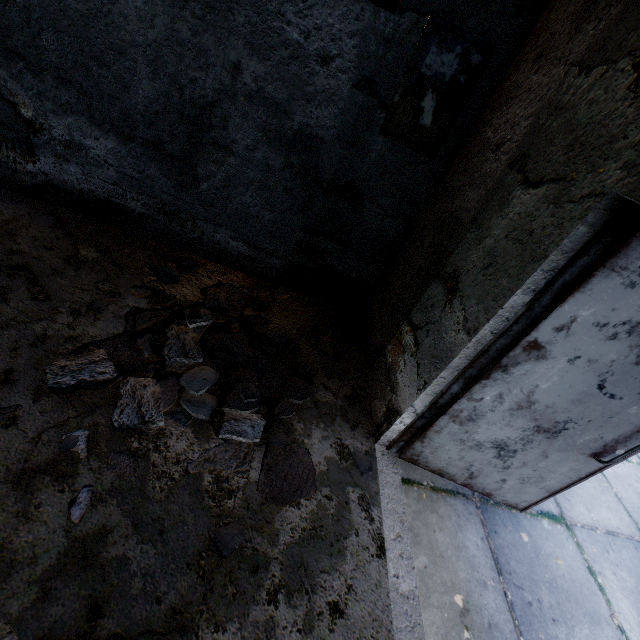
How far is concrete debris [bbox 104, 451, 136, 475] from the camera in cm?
184

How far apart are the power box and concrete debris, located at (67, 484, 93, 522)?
3.3 meters

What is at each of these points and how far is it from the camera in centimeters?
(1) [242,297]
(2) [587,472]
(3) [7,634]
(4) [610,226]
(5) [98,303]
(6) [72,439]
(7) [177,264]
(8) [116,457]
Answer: (1) concrete debris, 344cm
(2) door, 230cm
(3) concrete debris, 128cm
(4) door frame, 146cm
(5) concrete debris, 264cm
(6) concrete debris, 187cm
(7) concrete debris, 338cm
(8) concrete debris, 189cm

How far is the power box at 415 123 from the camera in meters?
2.4 m

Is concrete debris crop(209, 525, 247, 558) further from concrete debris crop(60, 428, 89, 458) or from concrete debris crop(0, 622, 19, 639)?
concrete debris crop(0, 622, 19, 639)

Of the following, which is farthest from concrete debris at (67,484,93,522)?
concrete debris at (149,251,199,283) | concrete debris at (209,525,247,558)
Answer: concrete debris at (209,525,247,558)

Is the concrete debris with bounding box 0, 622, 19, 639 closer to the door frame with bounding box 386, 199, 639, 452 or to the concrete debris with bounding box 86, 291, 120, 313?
the concrete debris with bounding box 86, 291, 120, 313

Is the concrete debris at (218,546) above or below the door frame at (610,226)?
below
